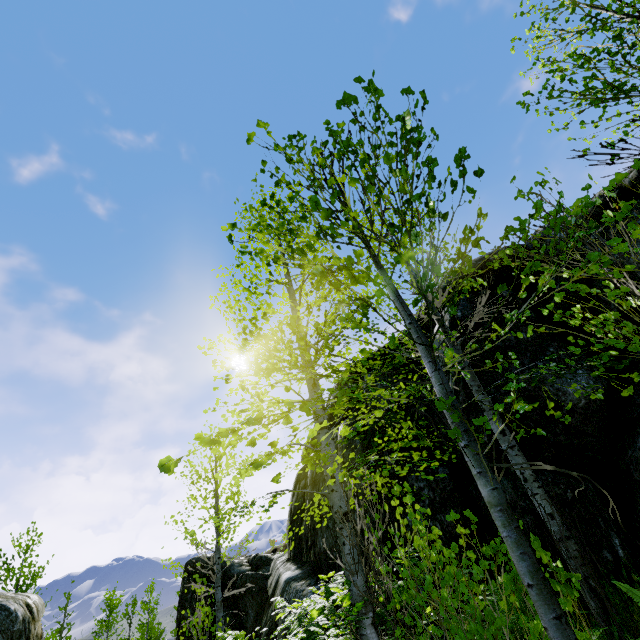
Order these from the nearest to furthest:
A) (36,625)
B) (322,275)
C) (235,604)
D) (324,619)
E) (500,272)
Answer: (322,275) → (324,619) → (500,272) → (36,625) → (235,604)

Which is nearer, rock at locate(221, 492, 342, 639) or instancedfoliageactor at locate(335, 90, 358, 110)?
instancedfoliageactor at locate(335, 90, 358, 110)

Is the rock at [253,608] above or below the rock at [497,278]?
below

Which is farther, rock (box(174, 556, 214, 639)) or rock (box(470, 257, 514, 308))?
rock (box(174, 556, 214, 639))

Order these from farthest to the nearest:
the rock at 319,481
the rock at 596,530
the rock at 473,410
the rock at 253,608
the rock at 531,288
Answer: the rock at 319,481 → the rock at 253,608 → the rock at 531,288 → the rock at 473,410 → the rock at 596,530

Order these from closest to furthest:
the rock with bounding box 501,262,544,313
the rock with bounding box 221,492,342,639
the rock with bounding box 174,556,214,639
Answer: the rock with bounding box 501,262,544,313 → the rock with bounding box 221,492,342,639 → the rock with bounding box 174,556,214,639
